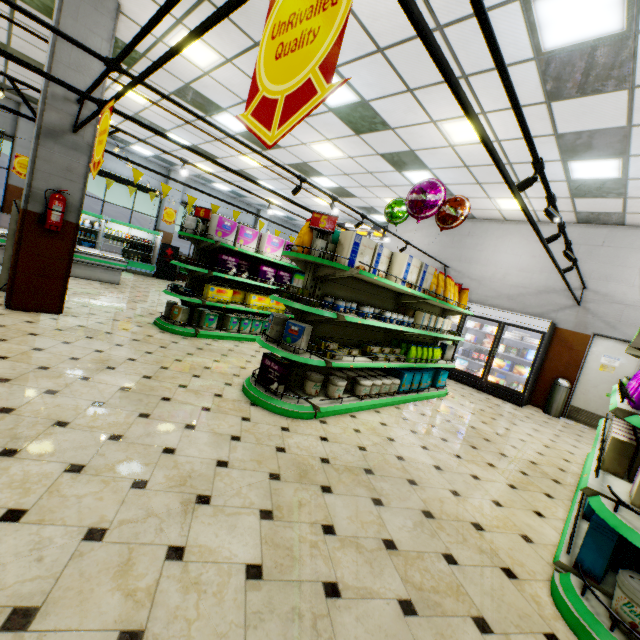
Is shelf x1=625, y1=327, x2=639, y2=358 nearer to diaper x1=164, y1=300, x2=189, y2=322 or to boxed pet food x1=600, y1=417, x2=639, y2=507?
boxed pet food x1=600, y1=417, x2=639, y2=507

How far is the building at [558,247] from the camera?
8.6m

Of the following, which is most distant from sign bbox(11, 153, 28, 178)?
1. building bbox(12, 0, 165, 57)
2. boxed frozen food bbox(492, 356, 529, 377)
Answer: boxed frozen food bbox(492, 356, 529, 377)

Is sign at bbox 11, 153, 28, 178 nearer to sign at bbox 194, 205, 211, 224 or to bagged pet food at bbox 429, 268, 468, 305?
sign at bbox 194, 205, 211, 224

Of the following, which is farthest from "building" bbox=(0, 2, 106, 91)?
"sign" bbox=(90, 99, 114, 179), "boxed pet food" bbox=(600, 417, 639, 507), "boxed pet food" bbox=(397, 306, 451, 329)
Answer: "sign" bbox=(90, 99, 114, 179)

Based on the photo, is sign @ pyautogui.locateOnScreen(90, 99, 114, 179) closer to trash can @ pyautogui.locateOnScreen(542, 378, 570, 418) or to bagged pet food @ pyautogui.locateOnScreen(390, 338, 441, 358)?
bagged pet food @ pyautogui.locateOnScreen(390, 338, 441, 358)

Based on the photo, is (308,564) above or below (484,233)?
below

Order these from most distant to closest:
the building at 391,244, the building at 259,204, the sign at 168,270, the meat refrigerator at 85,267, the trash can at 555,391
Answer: the sign at 168,270
the building at 259,204
the building at 391,244
the meat refrigerator at 85,267
the trash can at 555,391
